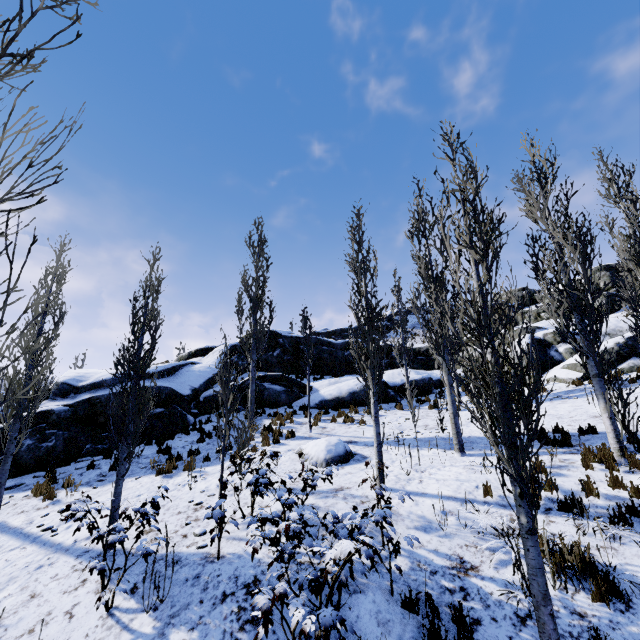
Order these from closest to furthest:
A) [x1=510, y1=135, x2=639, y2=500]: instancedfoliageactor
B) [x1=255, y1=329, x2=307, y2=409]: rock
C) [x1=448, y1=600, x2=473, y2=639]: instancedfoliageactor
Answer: [x1=448, y1=600, x2=473, y2=639]: instancedfoliageactor < [x1=510, y1=135, x2=639, y2=500]: instancedfoliageactor < [x1=255, y1=329, x2=307, y2=409]: rock

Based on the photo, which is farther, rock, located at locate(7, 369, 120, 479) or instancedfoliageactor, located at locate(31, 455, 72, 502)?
rock, located at locate(7, 369, 120, 479)

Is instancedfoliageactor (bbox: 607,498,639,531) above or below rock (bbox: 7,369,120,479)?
below

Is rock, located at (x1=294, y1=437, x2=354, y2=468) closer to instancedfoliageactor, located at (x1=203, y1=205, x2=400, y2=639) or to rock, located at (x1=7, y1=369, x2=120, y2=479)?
instancedfoliageactor, located at (x1=203, y1=205, x2=400, y2=639)

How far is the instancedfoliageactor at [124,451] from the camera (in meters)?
5.07

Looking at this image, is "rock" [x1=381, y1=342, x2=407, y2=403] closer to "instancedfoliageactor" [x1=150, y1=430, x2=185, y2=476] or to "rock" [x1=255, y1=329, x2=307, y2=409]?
"rock" [x1=255, y1=329, x2=307, y2=409]

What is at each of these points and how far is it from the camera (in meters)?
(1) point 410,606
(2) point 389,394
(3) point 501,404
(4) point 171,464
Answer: (1) instancedfoliageactor, 4.52
(2) rock, 18.36
(3) instancedfoliageactor, 4.48
(4) instancedfoliageactor, 9.94

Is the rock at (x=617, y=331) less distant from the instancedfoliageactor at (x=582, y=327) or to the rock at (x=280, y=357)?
the rock at (x=280, y=357)
